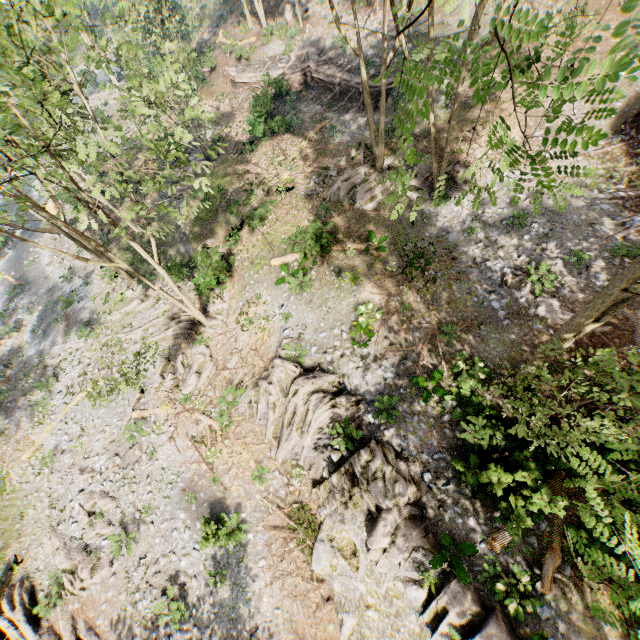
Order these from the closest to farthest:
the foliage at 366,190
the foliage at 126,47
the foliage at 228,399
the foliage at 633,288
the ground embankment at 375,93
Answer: the foliage at 366,190
the foliage at 633,288
the foliage at 126,47
the foliage at 228,399
the ground embankment at 375,93

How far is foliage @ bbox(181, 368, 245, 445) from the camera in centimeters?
1792cm

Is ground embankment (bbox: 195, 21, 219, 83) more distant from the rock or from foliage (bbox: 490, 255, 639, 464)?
the rock

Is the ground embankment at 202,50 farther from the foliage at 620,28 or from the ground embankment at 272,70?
the ground embankment at 272,70

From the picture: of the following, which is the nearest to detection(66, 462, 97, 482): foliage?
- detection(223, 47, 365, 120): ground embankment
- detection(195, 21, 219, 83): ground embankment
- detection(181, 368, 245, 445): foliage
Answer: detection(223, 47, 365, 120): ground embankment

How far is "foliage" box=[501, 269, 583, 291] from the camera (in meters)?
14.26

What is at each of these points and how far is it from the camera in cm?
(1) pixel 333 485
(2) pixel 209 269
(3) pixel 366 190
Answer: (1) rock, 1361
(2) foliage, 1975
(3) foliage, 2039

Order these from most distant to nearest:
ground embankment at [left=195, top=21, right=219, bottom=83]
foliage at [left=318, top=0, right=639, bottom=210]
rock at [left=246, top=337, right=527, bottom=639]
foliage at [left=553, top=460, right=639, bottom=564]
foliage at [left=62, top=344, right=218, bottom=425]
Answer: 1. ground embankment at [left=195, top=21, right=219, bottom=83]
2. foliage at [left=62, top=344, right=218, bottom=425]
3. rock at [left=246, top=337, right=527, bottom=639]
4. foliage at [left=553, top=460, right=639, bottom=564]
5. foliage at [left=318, top=0, right=639, bottom=210]
